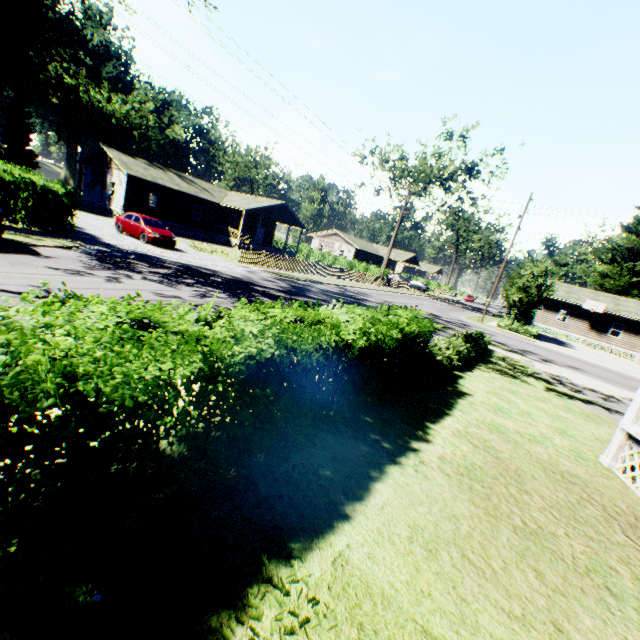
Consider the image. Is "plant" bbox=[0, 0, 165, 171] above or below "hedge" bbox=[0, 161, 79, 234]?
above

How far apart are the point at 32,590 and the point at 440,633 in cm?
309

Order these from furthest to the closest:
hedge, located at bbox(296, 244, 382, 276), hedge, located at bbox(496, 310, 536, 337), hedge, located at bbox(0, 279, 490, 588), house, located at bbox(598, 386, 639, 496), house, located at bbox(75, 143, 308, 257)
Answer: hedge, located at bbox(296, 244, 382, 276)
house, located at bbox(75, 143, 308, 257)
hedge, located at bbox(496, 310, 536, 337)
house, located at bbox(598, 386, 639, 496)
hedge, located at bbox(0, 279, 490, 588)

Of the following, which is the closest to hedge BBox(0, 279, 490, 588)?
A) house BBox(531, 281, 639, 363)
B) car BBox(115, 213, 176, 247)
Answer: car BBox(115, 213, 176, 247)

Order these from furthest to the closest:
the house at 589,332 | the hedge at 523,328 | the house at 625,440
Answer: the house at 589,332 → the hedge at 523,328 → the house at 625,440

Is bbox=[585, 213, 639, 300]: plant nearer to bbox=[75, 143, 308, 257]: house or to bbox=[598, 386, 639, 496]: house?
bbox=[598, 386, 639, 496]: house

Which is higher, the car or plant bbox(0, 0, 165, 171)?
plant bbox(0, 0, 165, 171)

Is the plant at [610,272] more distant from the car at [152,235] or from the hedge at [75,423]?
the car at [152,235]
